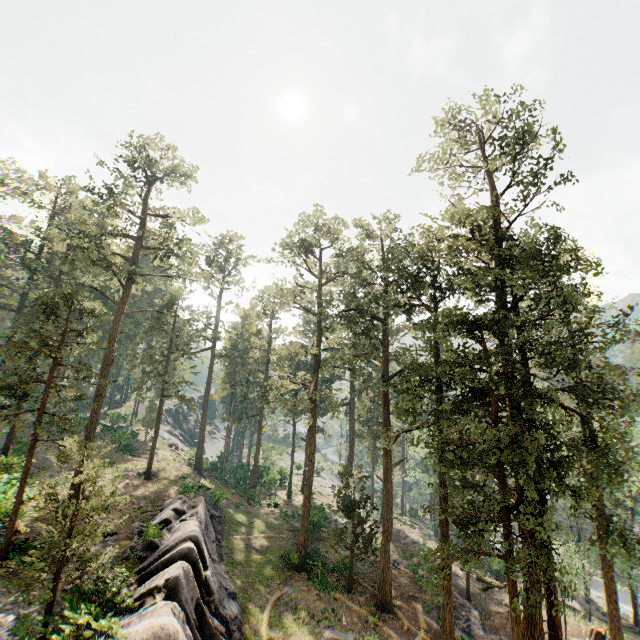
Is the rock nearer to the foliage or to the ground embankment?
the foliage

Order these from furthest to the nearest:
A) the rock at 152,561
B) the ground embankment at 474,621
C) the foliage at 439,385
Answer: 1. the ground embankment at 474,621
2. the foliage at 439,385
3. the rock at 152,561

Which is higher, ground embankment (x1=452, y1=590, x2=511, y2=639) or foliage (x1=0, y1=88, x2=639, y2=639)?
foliage (x1=0, y1=88, x2=639, y2=639)

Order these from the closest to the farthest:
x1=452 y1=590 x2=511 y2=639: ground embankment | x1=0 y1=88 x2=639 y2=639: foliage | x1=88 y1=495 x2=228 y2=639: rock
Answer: x1=88 y1=495 x2=228 y2=639: rock, x1=0 y1=88 x2=639 y2=639: foliage, x1=452 y1=590 x2=511 y2=639: ground embankment

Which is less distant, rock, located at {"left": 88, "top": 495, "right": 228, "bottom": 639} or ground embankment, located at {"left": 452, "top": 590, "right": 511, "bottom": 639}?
rock, located at {"left": 88, "top": 495, "right": 228, "bottom": 639}

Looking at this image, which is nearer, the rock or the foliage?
the rock

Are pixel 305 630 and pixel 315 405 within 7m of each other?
no

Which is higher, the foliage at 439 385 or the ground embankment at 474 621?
the foliage at 439 385
